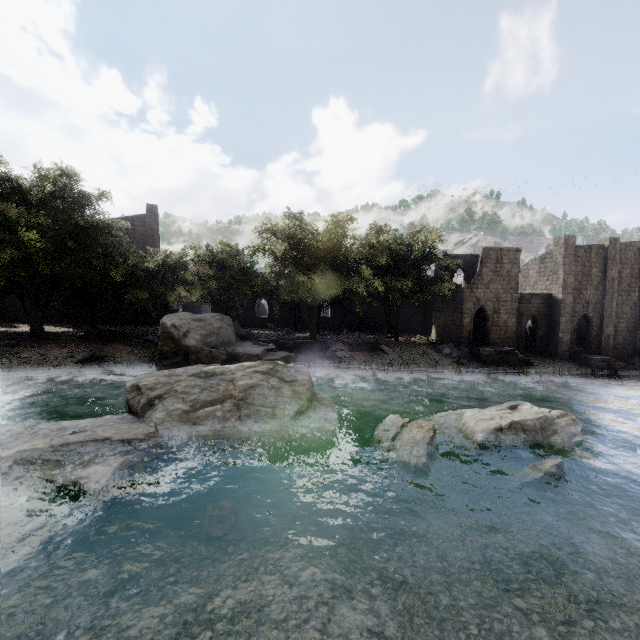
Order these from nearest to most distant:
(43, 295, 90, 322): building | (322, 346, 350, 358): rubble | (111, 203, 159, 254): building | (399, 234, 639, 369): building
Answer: (322, 346, 350, 358): rubble → (399, 234, 639, 369): building → (43, 295, 90, 322): building → (111, 203, 159, 254): building

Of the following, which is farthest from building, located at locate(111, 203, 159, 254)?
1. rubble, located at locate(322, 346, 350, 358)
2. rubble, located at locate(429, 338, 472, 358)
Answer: rubble, located at locate(322, 346, 350, 358)

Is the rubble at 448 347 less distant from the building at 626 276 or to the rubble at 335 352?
the building at 626 276

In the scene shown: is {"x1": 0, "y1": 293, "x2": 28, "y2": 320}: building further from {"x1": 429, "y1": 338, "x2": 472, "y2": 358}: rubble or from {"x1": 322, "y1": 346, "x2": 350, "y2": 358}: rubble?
{"x1": 322, "y1": 346, "x2": 350, "y2": 358}: rubble

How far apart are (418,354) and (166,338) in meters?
21.1 m

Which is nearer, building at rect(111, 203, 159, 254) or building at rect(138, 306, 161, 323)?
building at rect(111, 203, 159, 254)

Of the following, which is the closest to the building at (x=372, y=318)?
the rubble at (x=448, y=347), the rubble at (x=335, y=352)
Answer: the rubble at (x=448, y=347)
